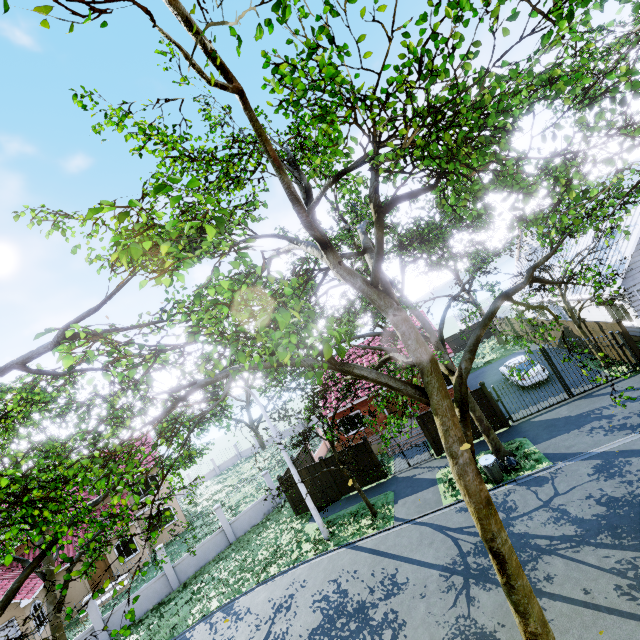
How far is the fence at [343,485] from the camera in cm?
1848

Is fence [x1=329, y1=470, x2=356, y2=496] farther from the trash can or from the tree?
the trash can

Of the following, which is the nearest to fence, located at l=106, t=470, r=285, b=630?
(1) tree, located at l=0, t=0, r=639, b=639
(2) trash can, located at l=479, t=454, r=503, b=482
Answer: (1) tree, located at l=0, t=0, r=639, b=639

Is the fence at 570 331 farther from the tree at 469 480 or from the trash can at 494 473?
the trash can at 494 473

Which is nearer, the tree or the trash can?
the tree

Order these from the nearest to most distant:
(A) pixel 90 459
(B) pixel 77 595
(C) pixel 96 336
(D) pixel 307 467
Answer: (C) pixel 96 336 < (A) pixel 90 459 < (D) pixel 307 467 < (B) pixel 77 595
